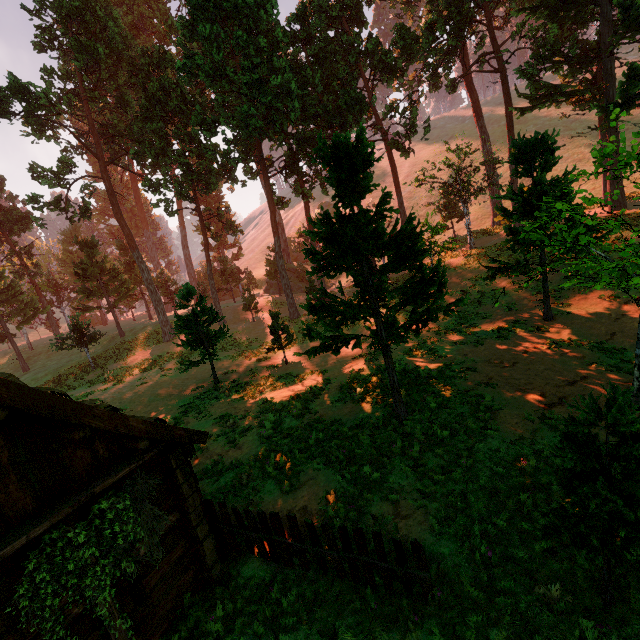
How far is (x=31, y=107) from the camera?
25.62m

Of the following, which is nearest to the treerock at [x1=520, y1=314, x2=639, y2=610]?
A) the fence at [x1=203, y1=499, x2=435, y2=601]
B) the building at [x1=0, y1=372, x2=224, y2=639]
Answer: the building at [x1=0, y1=372, x2=224, y2=639]

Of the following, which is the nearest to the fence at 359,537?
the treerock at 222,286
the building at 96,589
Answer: the building at 96,589

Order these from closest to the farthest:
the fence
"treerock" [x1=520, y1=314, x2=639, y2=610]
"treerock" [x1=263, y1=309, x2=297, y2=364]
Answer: "treerock" [x1=520, y1=314, x2=639, y2=610] → the fence → "treerock" [x1=263, y1=309, x2=297, y2=364]

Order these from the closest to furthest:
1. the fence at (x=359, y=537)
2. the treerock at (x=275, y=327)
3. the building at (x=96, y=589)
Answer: the building at (x=96, y=589) < the fence at (x=359, y=537) < the treerock at (x=275, y=327)

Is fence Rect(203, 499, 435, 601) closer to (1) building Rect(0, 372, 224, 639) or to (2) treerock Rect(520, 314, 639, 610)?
(1) building Rect(0, 372, 224, 639)
